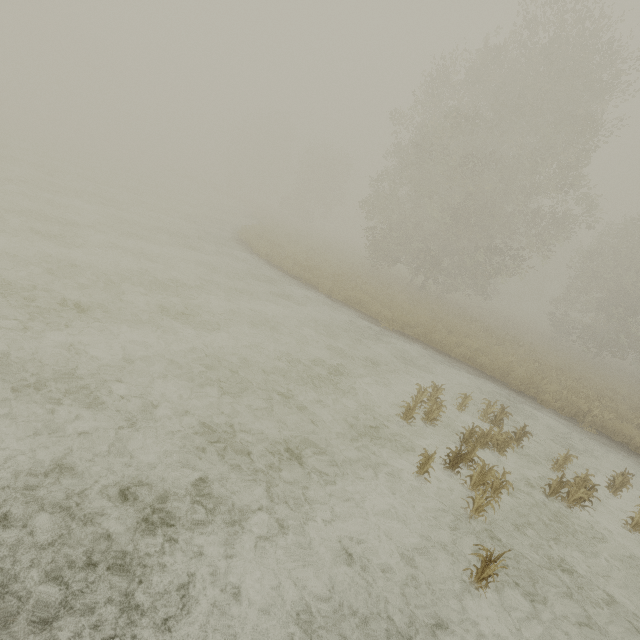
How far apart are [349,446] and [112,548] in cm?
380

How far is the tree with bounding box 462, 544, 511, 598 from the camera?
3.8 meters

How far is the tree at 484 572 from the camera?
3.82m
